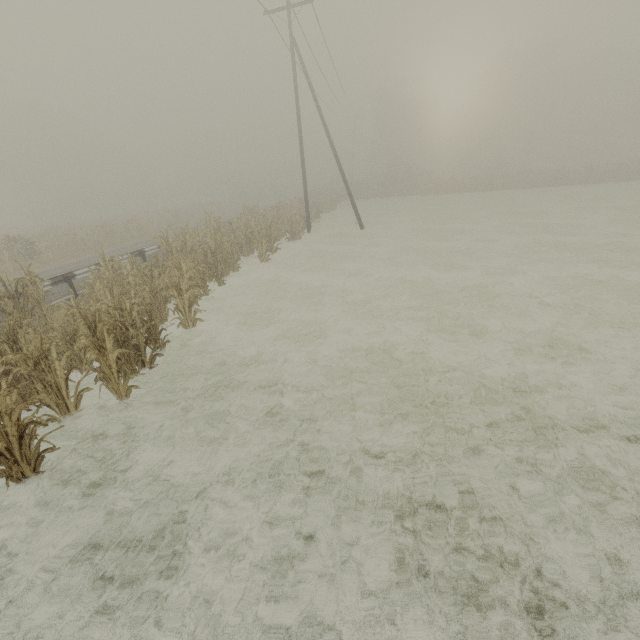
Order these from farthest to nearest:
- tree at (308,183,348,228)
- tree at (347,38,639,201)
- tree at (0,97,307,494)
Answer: tree at (347,38,639,201)
tree at (308,183,348,228)
tree at (0,97,307,494)

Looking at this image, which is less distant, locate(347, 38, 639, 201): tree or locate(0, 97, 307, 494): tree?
locate(0, 97, 307, 494): tree

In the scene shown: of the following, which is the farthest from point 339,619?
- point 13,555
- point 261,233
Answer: point 261,233

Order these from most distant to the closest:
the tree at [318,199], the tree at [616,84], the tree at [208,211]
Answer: the tree at [616,84] → the tree at [318,199] → the tree at [208,211]

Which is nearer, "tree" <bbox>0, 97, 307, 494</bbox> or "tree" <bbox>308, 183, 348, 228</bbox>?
"tree" <bbox>0, 97, 307, 494</bbox>

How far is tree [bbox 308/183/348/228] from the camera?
27.8 meters

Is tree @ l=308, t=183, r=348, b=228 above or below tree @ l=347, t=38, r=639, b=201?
below

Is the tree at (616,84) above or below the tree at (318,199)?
above
